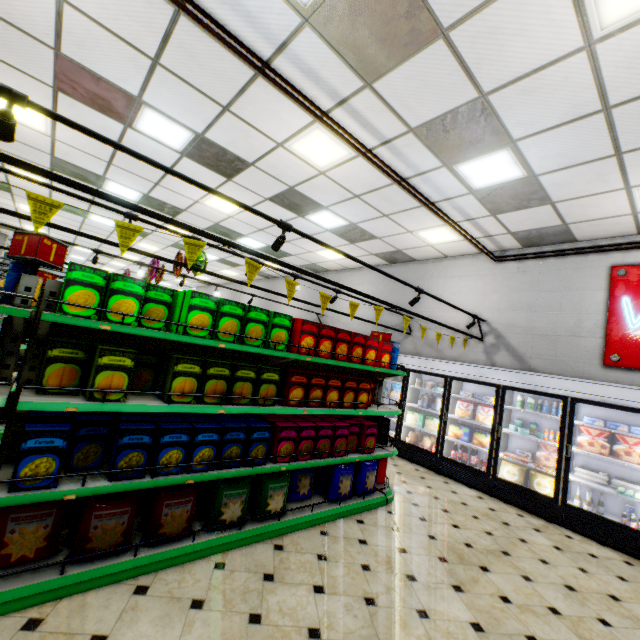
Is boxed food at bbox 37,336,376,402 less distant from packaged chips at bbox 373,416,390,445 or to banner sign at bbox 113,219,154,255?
banner sign at bbox 113,219,154,255

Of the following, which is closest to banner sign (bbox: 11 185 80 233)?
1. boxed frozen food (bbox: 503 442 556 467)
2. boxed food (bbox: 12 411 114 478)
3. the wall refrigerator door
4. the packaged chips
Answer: boxed food (bbox: 12 411 114 478)

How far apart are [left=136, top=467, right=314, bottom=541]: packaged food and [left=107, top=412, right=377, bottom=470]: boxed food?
0.2m

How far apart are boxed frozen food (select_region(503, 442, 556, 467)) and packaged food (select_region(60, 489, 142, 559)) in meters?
5.3

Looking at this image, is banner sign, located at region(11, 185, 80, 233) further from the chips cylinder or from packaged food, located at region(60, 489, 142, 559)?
packaged food, located at region(60, 489, 142, 559)

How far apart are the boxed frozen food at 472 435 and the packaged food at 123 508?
5.3m

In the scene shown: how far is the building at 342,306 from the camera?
10.7m

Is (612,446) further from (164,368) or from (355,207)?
(164,368)
